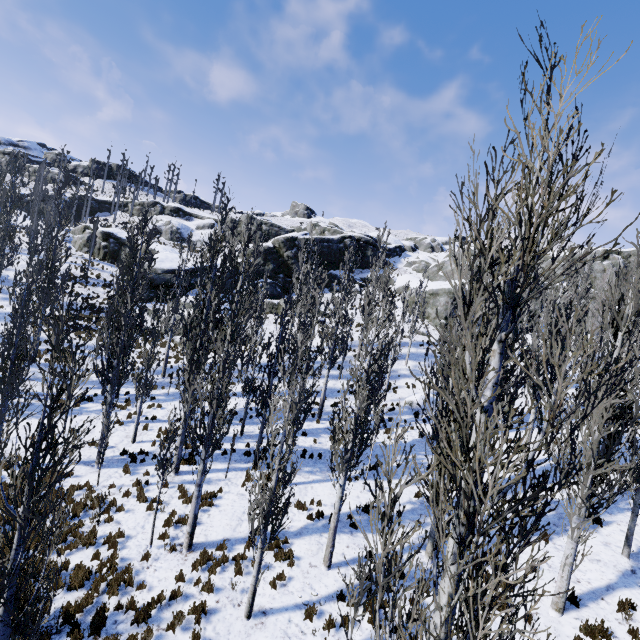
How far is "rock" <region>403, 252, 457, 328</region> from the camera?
36.4m

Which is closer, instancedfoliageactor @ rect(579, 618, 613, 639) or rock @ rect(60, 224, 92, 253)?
instancedfoliageactor @ rect(579, 618, 613, 639)

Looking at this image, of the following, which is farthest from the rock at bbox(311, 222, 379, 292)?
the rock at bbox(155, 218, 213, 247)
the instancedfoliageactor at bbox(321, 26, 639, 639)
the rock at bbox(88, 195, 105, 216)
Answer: Answer: the rock at bbox(88, 195, 105, 216)

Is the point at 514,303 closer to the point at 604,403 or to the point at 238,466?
the point at 604,403

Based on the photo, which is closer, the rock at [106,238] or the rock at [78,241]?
the rock at [106,238]

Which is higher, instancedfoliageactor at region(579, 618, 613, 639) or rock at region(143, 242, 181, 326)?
rock at region(143, 242, 181, 326)

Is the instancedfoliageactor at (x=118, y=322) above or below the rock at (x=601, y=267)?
below

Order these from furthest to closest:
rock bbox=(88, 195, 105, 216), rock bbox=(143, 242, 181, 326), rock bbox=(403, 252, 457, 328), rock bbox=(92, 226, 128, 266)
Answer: rock bbox=(88, 195, 105, 216) → rock bbox=(92, 226, 128, 266) → rock bbox=(403, 252, 457, 328) → rock bbox=(143, 242, 181, 326)
